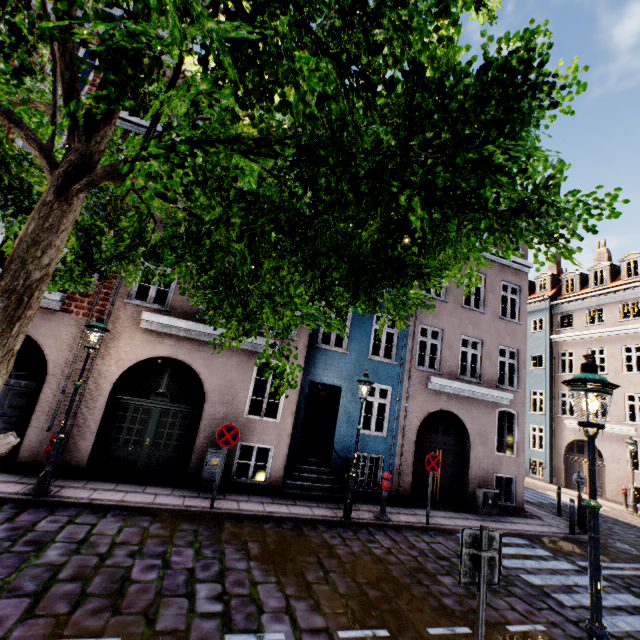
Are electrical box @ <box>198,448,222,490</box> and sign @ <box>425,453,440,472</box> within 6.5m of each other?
yes

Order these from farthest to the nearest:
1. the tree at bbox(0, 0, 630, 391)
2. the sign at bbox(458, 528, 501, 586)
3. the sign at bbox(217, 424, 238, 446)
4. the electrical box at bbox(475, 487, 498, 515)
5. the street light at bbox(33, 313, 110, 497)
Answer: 1. the electrical box at bbox(475, 487, 498, 515)
2. the sign at bbox(217, 424, 238, 446)
3. the street light at bbox(33, 313, 110, 497)
4. the sign at bbox(458, 528, 501, 586)
5. the tree at bbox(0, 0, 630, 391)

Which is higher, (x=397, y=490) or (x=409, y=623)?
(x=397, y=490)

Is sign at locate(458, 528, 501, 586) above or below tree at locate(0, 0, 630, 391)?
below

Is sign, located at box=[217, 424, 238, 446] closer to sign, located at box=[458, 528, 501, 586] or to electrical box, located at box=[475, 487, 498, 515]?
sign, located at box=[458, 528, 501, 586]

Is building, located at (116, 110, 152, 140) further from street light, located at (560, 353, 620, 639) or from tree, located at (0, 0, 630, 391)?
tree, located at (0, 0, 630, 391)

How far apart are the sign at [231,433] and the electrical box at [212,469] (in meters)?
1.36

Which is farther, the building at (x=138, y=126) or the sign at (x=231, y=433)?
the building at (x=138, y=126)
